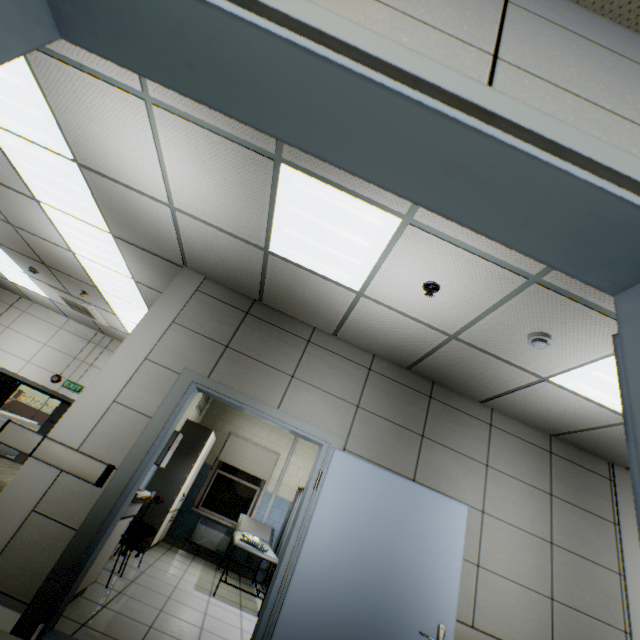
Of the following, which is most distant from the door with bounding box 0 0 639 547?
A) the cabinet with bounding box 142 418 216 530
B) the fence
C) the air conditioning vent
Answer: the fence

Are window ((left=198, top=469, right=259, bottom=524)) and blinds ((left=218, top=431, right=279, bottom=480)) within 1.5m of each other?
yes

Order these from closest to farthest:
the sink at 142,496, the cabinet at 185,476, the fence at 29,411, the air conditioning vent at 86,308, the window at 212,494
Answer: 1. the sink at 142,496
2. the cabinet at 185,476
3. the air conditioning vent at 86,308
4. the window at 212,494
5. the fence at 29,411

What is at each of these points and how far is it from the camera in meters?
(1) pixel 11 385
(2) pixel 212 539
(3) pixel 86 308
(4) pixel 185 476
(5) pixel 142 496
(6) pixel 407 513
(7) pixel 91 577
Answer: (1) door, 7.4 m
(2) radiator, 6.7 m
(3) air conditioning vent, 6.7 m
(4) cabinet, 5.9 m
(5) sink, 3.4 m
(6) door, 3.1 m
(7) cabinet, 3.1 m

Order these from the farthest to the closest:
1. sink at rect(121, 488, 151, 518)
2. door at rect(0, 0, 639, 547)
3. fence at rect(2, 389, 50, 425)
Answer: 1. fence at rect(2, 389, 50, 425)
2. sink at rect(121, 488, 151, 518)
3. door at rect(0, 0, 639, 547)

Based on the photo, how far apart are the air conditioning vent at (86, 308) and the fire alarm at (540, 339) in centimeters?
750cm

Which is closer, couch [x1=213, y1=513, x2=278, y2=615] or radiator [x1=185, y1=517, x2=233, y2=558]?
couch [x1=213, y1=513, x2=278, y2=615]

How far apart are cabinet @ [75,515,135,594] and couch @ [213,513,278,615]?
2.0 meters
